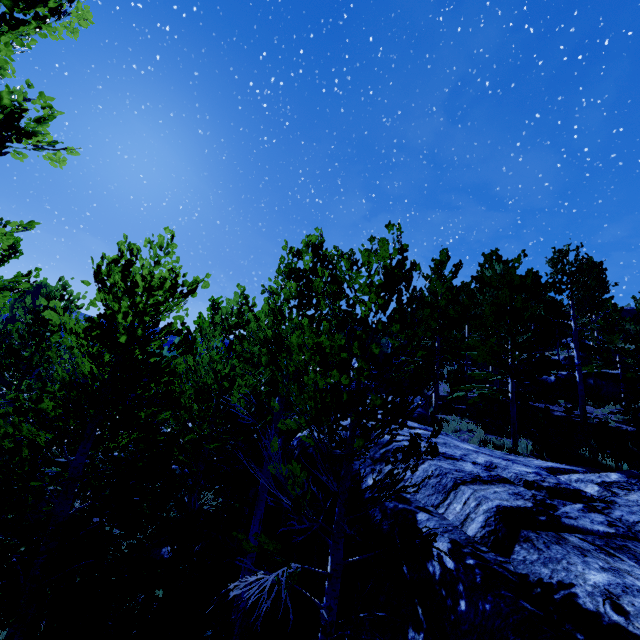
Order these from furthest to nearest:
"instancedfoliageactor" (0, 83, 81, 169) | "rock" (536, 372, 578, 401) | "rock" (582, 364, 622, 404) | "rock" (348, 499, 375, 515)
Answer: "rock" (536, 372, 578, 401), "rock" (582, 364, 622, 404), "rock" (348, 499, 375, 515), "instancedfoliageactor" (0, 83, 81, 169)

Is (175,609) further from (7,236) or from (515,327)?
(515,327)

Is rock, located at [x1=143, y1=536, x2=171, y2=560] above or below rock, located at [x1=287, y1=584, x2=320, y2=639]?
below

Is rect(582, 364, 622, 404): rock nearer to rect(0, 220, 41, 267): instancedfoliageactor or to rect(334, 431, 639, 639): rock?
rect(0, 220, 41, 267): instancedfoliageactor

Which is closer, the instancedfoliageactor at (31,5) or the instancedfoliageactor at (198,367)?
the instancedfoliageactor at (31,5)

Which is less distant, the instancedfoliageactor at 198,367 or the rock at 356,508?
the instancedfoliageactor at 198,367
